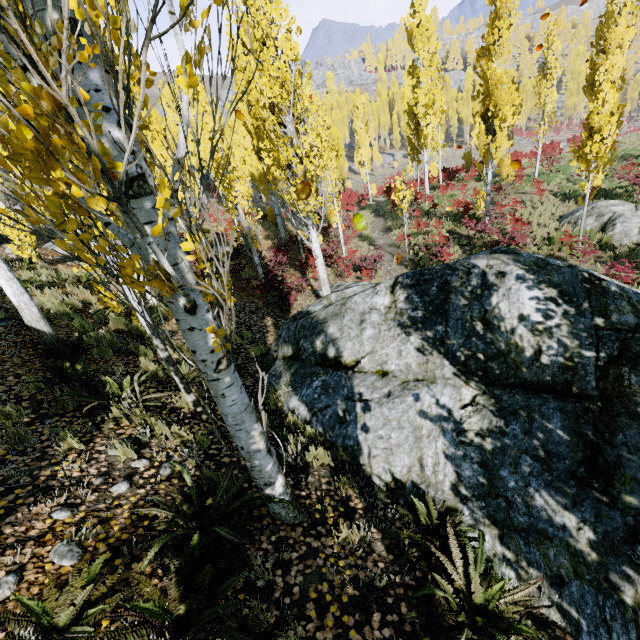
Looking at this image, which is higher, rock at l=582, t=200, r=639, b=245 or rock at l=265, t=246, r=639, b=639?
rock at l=265, t=246, r=639, b=639

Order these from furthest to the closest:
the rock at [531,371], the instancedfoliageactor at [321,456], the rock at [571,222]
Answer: the rock at [571,222], the instancedfoliageactor at [321,456], the rock at [531,371]

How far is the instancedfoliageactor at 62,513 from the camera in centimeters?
297cm

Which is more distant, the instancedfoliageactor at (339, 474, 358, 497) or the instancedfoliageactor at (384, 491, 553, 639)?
the instancedfoliageactor at (339, 474, 358, 497)

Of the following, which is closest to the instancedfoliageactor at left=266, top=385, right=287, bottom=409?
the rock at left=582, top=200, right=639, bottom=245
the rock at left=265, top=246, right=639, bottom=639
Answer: the rock at left=265, top=246, right=639, bottom=639

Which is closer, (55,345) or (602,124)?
(55,345)

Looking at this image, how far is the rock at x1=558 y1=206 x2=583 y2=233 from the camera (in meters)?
15.44
